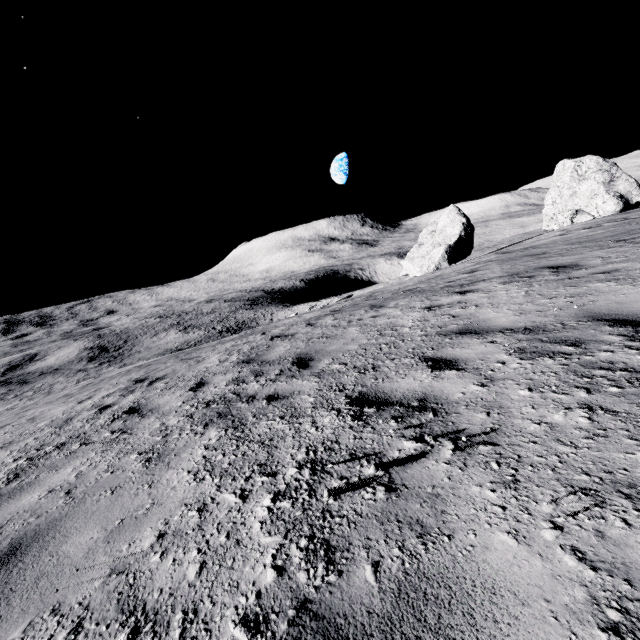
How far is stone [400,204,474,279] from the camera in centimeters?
2858cm

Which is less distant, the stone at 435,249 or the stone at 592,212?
the stone at 592,212

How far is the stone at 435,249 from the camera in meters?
28.6 m

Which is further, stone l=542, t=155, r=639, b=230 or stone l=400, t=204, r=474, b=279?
stone l=400, t=204, r=474, b=279

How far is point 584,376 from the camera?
2.5 meters
